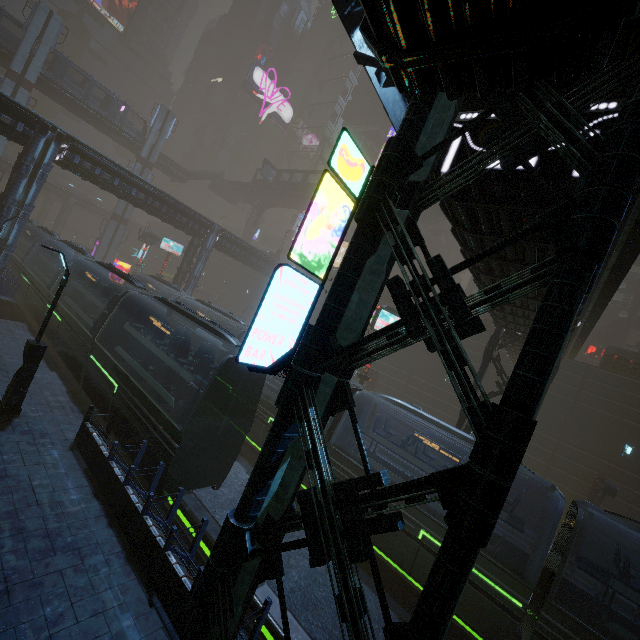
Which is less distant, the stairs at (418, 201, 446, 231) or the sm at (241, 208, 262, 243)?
the stairs at (418, 201, 446, 231)

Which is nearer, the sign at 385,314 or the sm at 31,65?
the sign at 385,314

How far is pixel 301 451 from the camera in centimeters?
522cm

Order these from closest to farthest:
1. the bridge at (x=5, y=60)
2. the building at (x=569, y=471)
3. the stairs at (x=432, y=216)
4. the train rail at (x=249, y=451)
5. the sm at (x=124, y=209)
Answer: the building at (x=569, y=471), the train rail at (x=249, y=451), the bridge at (x=5, y=60), the stairs at (x=432, y=216), the sm at (x=124, y=209)

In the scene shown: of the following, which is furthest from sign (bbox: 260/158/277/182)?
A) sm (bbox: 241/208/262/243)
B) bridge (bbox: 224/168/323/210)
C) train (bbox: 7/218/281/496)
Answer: train (bbox: 7/218/281/496)

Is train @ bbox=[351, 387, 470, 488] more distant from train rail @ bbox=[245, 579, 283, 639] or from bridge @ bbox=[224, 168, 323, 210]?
bridge @ bbox=[224, 168, 323, 210]

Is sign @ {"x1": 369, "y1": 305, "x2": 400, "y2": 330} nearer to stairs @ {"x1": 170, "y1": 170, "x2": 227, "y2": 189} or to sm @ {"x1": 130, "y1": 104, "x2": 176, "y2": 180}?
sm @ {"x1": 130, "y1": 104, "x2": 176, "y2": 180}

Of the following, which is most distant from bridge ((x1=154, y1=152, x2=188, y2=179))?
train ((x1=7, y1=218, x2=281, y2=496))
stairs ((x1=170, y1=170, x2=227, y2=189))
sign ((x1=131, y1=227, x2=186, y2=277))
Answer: train ((x1=7, y1=218, x2=281, y2=496))
